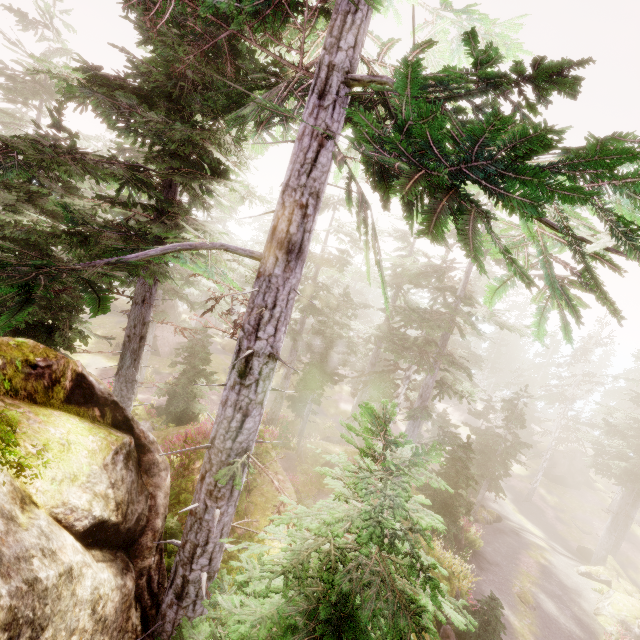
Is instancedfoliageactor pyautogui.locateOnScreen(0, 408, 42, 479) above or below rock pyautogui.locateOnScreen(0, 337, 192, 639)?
above

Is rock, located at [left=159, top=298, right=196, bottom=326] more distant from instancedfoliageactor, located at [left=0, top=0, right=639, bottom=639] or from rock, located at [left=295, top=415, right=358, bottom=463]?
rock, located at [left=295, top=415, right=358, bottom=463]

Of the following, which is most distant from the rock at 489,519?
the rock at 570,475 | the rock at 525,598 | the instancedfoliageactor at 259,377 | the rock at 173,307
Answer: the rock at 173,307

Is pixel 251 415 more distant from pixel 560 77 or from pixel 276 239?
pixel 560 77

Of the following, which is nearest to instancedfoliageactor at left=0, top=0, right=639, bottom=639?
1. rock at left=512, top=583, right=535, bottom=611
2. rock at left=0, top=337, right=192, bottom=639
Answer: rock at left=0, top=337, right=192, bottom=639

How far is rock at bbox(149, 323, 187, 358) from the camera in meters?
35.0

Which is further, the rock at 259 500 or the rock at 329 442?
the rock at 329 442

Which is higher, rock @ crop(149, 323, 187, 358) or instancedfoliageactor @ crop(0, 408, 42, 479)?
instancedfoliageactor @ crop(0, 408, 42, 479)
